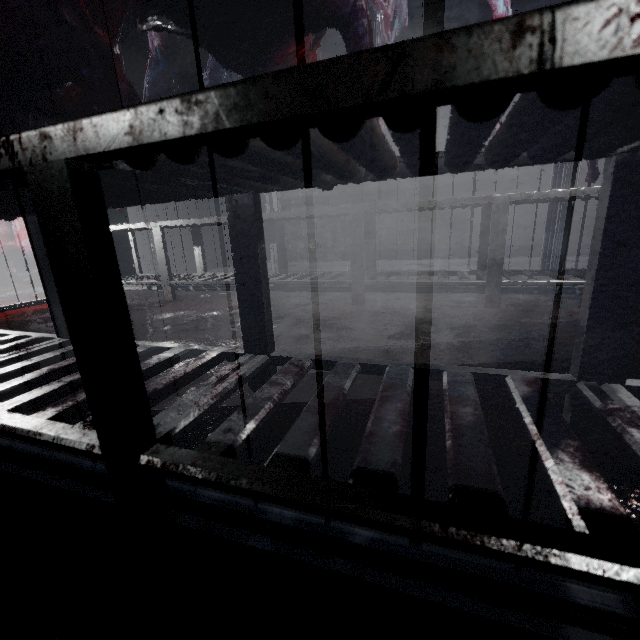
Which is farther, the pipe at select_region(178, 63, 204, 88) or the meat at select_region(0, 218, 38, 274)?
the pipe at select_region(178, 63, 204, 88)

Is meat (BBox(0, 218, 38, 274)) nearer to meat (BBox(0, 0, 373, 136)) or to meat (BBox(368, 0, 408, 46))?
meat (BBox(0, 0, 373, 136))

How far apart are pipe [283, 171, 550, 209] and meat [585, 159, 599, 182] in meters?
3.2 m

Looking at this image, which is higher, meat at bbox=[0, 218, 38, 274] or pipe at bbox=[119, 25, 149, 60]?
pipe at bbox=[119, 25, 149, 60]

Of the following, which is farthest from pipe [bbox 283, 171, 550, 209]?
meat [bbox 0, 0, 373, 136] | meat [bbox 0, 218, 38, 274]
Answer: meat [bbox 0, 0, 373, 136]

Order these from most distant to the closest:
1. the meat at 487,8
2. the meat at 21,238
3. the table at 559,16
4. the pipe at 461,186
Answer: the pipe at 461,186 < the meat at 21,238 < the meat at 487,8 < the table at 559,16

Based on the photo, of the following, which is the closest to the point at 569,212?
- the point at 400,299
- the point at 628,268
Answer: the point at 400,299

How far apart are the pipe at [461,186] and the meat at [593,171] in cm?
317
